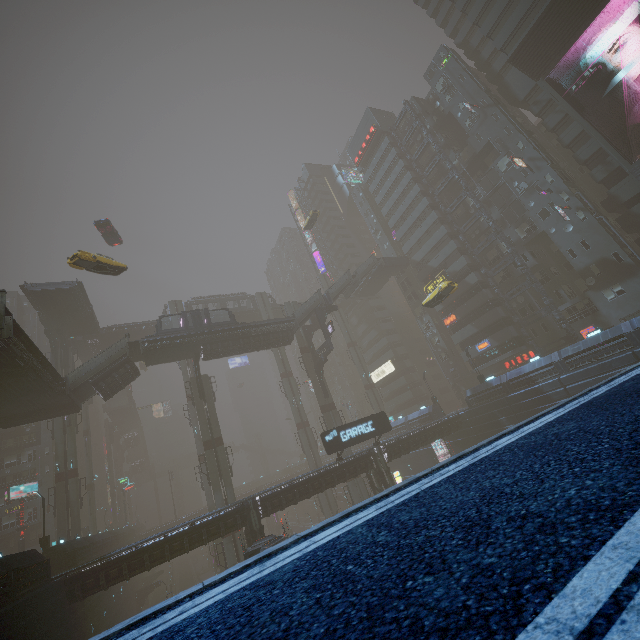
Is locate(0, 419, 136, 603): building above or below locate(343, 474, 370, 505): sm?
above

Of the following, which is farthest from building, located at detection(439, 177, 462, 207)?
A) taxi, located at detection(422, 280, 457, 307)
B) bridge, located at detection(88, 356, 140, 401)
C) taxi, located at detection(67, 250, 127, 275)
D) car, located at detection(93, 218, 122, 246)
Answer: taxi, located at detection(422, 280, 457, 307)

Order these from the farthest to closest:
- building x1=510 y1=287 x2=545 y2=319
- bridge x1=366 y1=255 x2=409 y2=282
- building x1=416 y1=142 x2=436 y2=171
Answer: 1. bridge x1=366 y1=255 x2=409 y2=282
2. building x1=416 y1=142 x2=436 y2=171
3. building x1=510 y1=287 x2=545 y2=319

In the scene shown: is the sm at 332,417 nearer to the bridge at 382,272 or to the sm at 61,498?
the sm at 61,498

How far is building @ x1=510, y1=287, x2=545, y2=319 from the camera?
42.4 meters

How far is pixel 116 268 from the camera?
28.22m

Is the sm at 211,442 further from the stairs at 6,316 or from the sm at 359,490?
the sm at 359,490

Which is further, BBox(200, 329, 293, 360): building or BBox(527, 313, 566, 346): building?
BBox(527, 313, 566, 346): building
